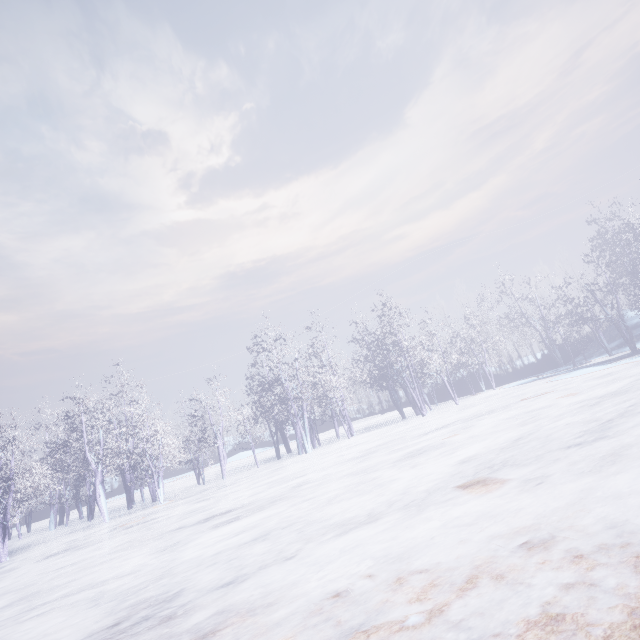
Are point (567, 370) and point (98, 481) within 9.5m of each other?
no
